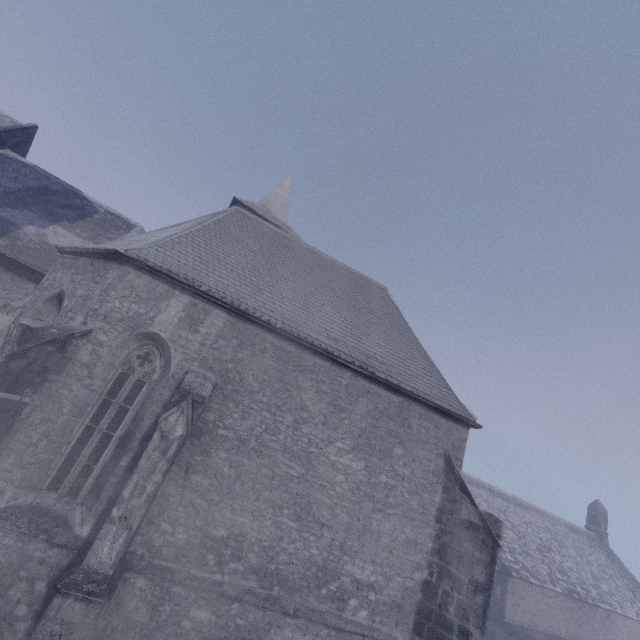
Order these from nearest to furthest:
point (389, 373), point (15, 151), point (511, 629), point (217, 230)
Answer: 1. point (389, 373)
2. point (217, 230)
3. point (15, 151)
4. point (511, 629)
